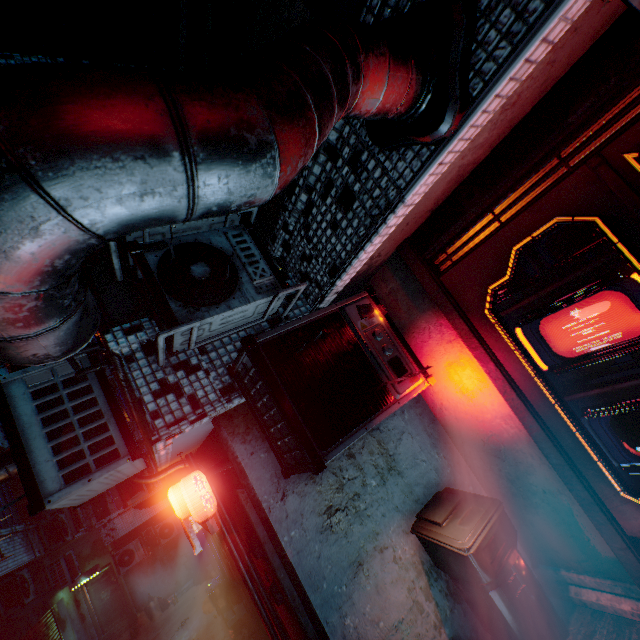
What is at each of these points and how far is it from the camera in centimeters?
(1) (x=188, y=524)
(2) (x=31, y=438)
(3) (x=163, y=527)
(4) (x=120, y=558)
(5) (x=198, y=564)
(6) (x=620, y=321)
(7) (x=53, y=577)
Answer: (1) sign, 544cm
(2) air conditioner, 204cm
(3) air conditioner, 1229cm
(4) air conditioner, 1139cm
(5) trash bin, 1221cm
(6) storefront, 181cm
(7) air conditioner, 1009cm

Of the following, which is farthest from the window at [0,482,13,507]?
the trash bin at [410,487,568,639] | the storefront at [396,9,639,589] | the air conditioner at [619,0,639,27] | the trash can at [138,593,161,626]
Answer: the air conditioner at [619,0,639,27]

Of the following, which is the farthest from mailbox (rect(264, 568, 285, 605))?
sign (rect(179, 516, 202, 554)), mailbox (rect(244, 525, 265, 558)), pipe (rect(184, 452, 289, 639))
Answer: sign (rect(179, 516, 202, 554))

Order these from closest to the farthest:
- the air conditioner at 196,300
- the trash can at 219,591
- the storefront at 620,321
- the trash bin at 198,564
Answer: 1. the storefront at 620,321
2. the air conditioner at 196,300
3. the trash can at 219,591
4. the trash bin at 198,564

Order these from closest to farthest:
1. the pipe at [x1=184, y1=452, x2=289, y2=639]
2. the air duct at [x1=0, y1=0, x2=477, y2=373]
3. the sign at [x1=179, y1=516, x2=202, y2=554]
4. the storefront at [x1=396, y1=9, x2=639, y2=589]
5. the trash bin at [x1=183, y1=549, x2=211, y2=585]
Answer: the air duct at [x1=0, y1=0, x2=477, y2=373], the storefront at [x1=396, y1=9, x2=639, y2=589], the pipe at [x1=184, y1=452, x2=289, y2=639], the sign at [x1=179, y1=516, x2=202, y2=554], the trash bin at [x1=183, y1=549, x2=211, y2=585]

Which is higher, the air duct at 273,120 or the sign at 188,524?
the air duct at 273,120

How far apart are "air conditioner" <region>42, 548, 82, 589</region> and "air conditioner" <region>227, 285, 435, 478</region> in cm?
1312

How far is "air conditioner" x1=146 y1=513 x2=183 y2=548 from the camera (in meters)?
12.16
